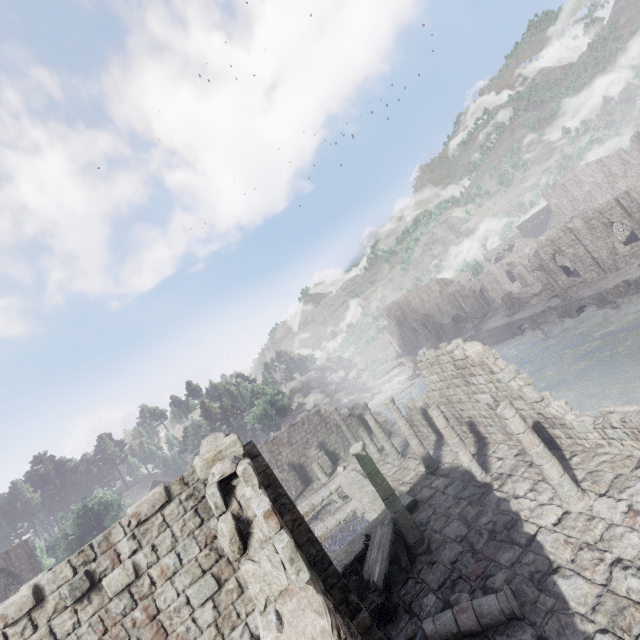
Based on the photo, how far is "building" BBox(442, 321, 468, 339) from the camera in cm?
5869

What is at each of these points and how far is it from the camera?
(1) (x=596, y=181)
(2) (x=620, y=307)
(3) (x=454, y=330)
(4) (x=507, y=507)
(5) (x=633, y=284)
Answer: (1) building, 47.5 meters
(2) rubble, 27.7 meters
(3) building, 58.8 meters
(4) building, 10.5 meters
(5) building base, 28.3 meters

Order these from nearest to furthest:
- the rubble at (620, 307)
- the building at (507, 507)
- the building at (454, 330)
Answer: the building at (507, 507) → the rubble at (620, 307) → the building at (454, 330)

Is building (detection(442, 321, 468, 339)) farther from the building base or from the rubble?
the rubble

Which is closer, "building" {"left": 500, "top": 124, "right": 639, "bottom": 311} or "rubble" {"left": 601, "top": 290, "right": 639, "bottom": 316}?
"rubble" {"left": 601, "top": 290, "right": 639, "bottom": 316}

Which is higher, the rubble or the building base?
the building base

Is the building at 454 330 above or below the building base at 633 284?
above
